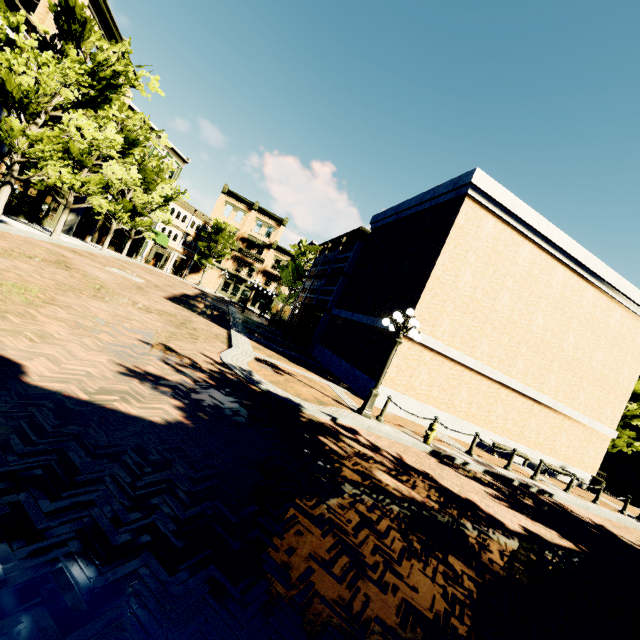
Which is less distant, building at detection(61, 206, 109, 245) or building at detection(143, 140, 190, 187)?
building at detection(61, 206, 109, 245)

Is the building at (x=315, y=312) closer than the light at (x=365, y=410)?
No

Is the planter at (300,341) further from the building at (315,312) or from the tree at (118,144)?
the building at (315,312)

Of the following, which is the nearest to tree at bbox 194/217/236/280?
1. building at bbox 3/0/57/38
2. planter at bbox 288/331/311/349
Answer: building at bbox 3/0/57/38

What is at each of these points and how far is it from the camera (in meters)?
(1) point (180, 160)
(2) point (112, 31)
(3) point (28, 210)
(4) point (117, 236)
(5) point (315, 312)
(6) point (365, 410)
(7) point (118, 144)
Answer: (1) building, 40.31
(2) building, 22.39
(3) building, 23.09
(4) building, 36.84
(5) building, 26.11
(6) light, 9.95
(7) tree, 15.16

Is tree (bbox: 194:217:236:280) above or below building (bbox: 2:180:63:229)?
above

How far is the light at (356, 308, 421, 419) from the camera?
9.8 meters

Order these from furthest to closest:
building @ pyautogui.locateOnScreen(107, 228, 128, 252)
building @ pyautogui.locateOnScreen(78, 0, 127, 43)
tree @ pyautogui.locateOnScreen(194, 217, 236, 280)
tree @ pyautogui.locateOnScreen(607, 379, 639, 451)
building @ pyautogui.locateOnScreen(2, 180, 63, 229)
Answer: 1. tree @ pyautogui.locateOnScreen(194, 217, 236, 280)
2. building @ pyautogui.locateOnScreen(107, 228, 128, 252)
3. building @ pyautogui.locateOnScreen(2, 180, 63, 229)
4. building @ pyautogui.locateOnScreen(78, 0, 127, 43)
5. tree @ pyautogui.locateOnScreen(607, 379, 639, 451)
